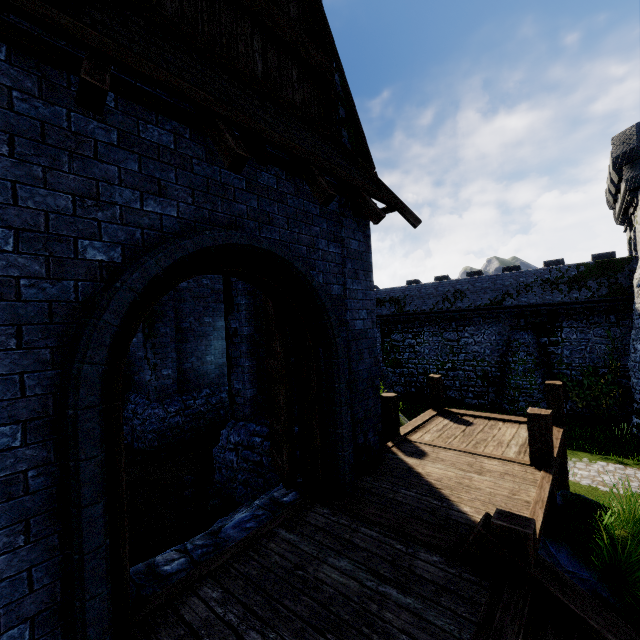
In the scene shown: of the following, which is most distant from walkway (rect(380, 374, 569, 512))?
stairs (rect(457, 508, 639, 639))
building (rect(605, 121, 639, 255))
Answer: building (rect(605, 121, 639, 255))

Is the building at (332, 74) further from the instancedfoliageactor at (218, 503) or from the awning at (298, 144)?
the instancedfoliageactor at (218, 503)

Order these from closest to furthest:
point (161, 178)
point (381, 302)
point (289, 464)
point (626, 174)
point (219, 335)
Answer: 1. point (161, 178)
2. point (289, 464)
3. point (219, 335)
4. point (626, 174)
5. point (381, 302)

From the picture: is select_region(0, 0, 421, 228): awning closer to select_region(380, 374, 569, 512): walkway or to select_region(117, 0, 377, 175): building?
select_region(117, 0, 377, 175): building

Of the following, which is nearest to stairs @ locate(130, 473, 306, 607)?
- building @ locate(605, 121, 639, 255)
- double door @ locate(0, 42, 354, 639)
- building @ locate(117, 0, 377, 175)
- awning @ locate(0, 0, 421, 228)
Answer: double door @ locate(0, 42, 354, 639)

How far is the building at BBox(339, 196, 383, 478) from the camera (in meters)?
5.70

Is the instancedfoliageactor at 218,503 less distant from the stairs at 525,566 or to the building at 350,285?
the building at 350,285

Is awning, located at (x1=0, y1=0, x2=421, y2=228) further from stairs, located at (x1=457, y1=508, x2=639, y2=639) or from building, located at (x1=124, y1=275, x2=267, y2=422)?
stairs, located at (x1=457, y1=508, x2=639, y2=639)
